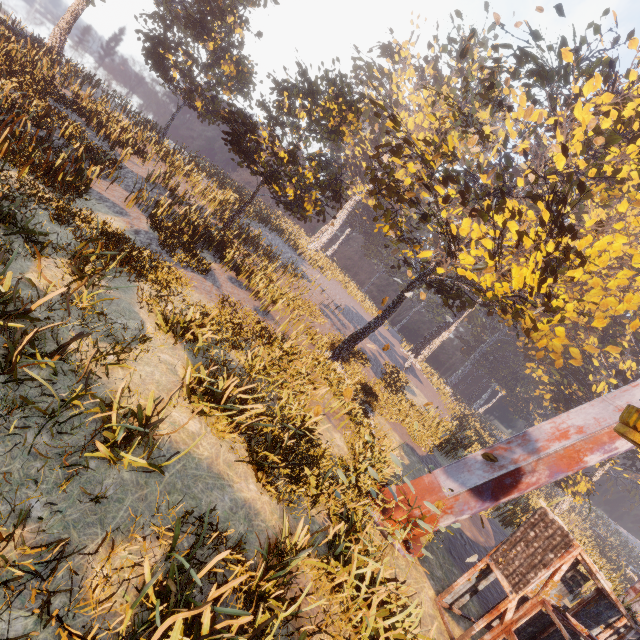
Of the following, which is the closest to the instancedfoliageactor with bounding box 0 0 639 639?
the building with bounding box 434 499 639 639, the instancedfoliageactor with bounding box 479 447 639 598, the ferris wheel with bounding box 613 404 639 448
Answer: the building with bounding box 434 499 639 639

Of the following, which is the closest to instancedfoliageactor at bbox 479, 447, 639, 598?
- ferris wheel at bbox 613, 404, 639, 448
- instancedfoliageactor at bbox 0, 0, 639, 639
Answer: instancedfoliageactor at bbox 0, 0, 639, 639

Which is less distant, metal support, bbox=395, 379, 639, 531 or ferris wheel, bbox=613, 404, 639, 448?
ferris wheel, bbox=613, 404, 639, 448

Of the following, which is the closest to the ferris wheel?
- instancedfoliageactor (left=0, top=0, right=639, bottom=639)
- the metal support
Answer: the metal support

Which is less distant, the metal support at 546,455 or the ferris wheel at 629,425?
the ferris wheel at 629,425

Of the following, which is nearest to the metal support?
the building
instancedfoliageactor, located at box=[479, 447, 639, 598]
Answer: the building

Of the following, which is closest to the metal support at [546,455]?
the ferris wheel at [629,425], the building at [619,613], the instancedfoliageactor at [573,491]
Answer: the ferris wheel at [629,425]

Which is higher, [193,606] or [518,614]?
[518,614]
